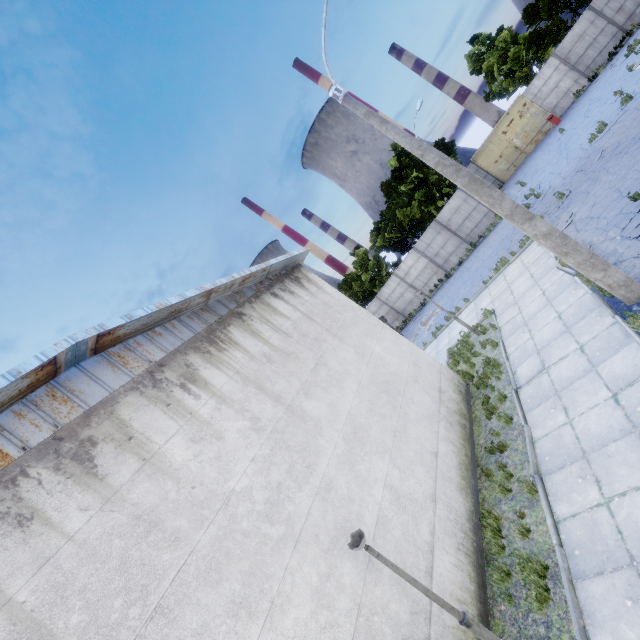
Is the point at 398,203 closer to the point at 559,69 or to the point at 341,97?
the point at 559,69

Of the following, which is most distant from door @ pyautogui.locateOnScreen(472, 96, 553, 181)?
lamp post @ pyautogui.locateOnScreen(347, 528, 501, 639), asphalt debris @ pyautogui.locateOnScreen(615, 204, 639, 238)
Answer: lamp post @ pyautogui.locateOnScreen(347, 528, 501, 639)

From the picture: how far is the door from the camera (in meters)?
27.19

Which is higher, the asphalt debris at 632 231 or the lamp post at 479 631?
the lamp post at 479 631

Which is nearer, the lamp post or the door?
the lamp post

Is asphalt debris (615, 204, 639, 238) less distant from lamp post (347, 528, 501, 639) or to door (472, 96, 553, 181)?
lamp post (347, 528, 501, 639)

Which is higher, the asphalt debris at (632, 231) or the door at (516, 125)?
the door at (516, 125)
